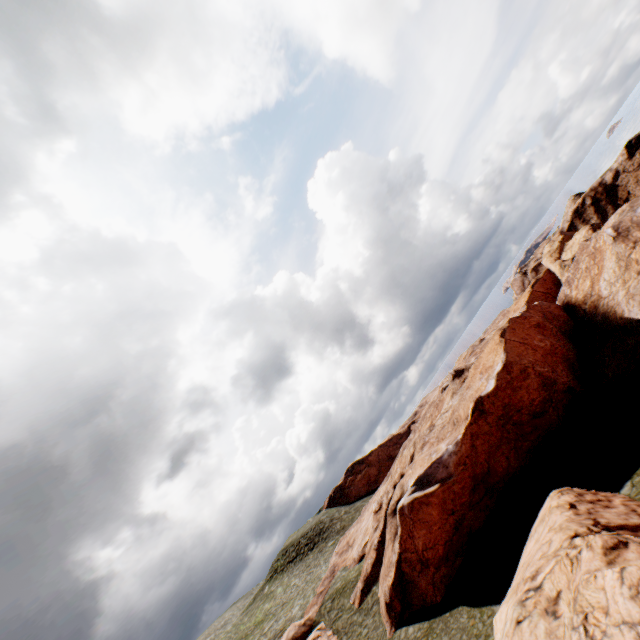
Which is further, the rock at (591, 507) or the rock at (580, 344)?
the rock at (580, 344)

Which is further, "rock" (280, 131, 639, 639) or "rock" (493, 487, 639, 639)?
"rock" (280, 131, 639, 639)

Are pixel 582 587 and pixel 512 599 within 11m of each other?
yes
